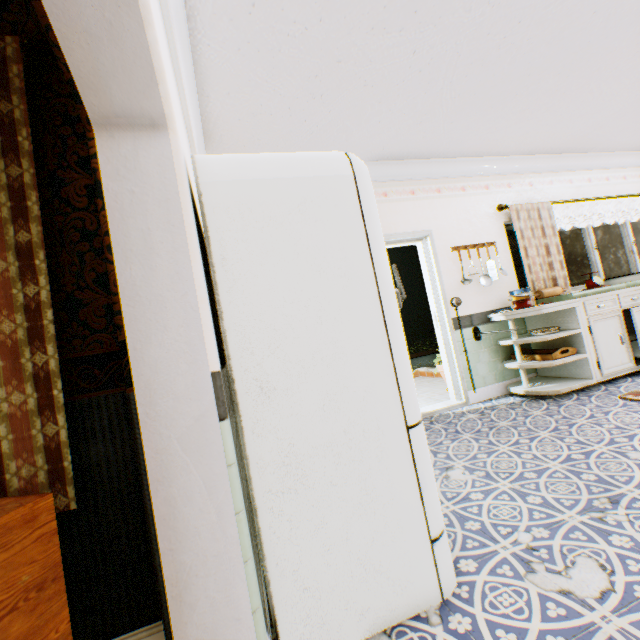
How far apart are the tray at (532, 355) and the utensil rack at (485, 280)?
1.0m

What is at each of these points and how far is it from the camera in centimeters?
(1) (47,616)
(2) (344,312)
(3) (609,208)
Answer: (1) dehumidifier, 81cm
(2) refrigerator, 136cm
(3) building, 513cm

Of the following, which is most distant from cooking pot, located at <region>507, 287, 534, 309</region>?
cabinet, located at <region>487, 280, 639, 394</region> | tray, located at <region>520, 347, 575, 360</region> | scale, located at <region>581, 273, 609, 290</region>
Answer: scale, located at <region>581, 273, 609, 290</region>

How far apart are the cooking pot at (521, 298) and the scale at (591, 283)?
1.2 meters

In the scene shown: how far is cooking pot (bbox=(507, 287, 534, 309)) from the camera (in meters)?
3.81

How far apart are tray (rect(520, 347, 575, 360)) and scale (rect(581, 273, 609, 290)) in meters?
1.4 m

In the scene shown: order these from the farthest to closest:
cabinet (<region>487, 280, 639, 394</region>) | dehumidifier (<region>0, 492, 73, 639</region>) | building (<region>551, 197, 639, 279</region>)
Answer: building (<region>551, 197, 639, 279</region>)
cabinet (<region>487, 280, 639, 394</region>)
dehumidifier (<region>0, 492, 73, 639</region>)

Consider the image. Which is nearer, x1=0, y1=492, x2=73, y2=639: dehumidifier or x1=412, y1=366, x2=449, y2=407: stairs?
x1=0, y1=492, x2=73, y2=639: dehumidifier
